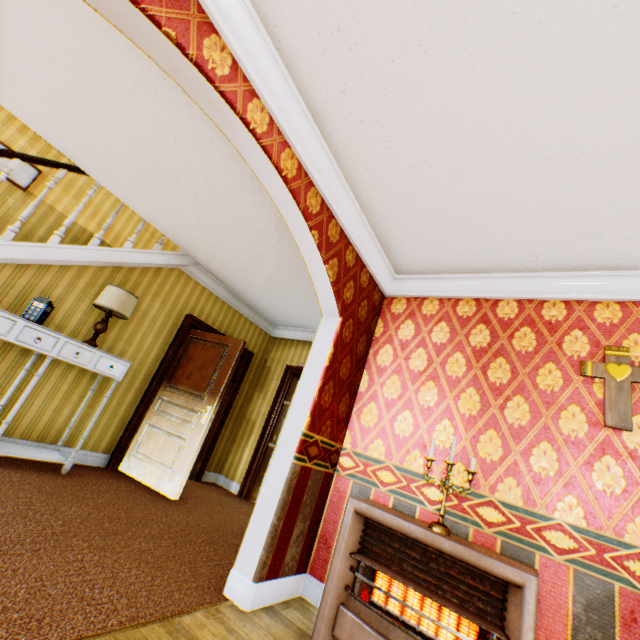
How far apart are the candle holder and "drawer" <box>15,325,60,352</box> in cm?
364

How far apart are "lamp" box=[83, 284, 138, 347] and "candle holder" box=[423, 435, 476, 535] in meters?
3.8

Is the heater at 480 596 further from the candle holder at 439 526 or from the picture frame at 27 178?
the picture frame at 27 178

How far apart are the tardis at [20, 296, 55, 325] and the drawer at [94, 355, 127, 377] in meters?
0.2

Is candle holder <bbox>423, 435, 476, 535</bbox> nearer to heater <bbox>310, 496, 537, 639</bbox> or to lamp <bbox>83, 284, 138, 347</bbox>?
heater <bbox>310, 496, 537, 639</bbox>

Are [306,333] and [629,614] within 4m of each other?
no

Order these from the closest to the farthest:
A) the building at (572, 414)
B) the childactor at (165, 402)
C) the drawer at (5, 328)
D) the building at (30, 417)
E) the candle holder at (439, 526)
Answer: the building at (572, 414) → the candle holder at (439, 526) → the drawer at (5, 328) → the building at (30, 417) → the childactor at (165, 402)

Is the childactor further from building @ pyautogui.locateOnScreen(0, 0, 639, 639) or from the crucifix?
the crucifix
